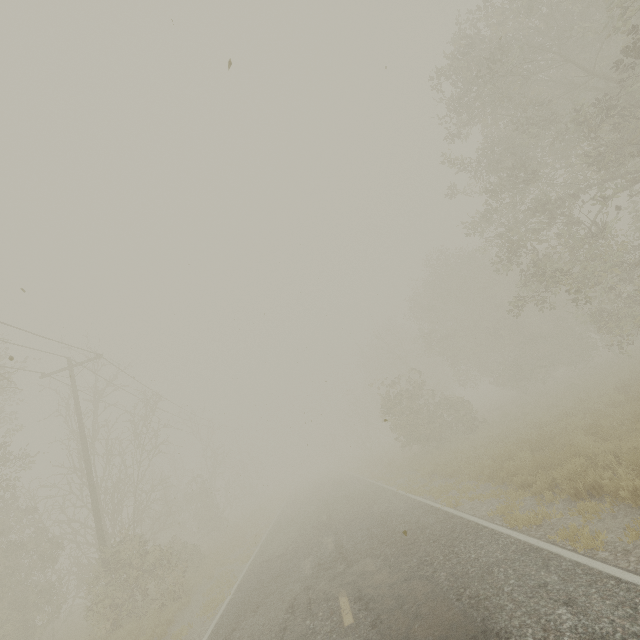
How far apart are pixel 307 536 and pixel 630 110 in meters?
19.2 m

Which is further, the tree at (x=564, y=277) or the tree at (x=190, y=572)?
the tree at (x=190, y=572)

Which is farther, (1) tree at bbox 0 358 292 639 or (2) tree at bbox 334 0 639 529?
(1) tree at bbox 0 358 292 639
